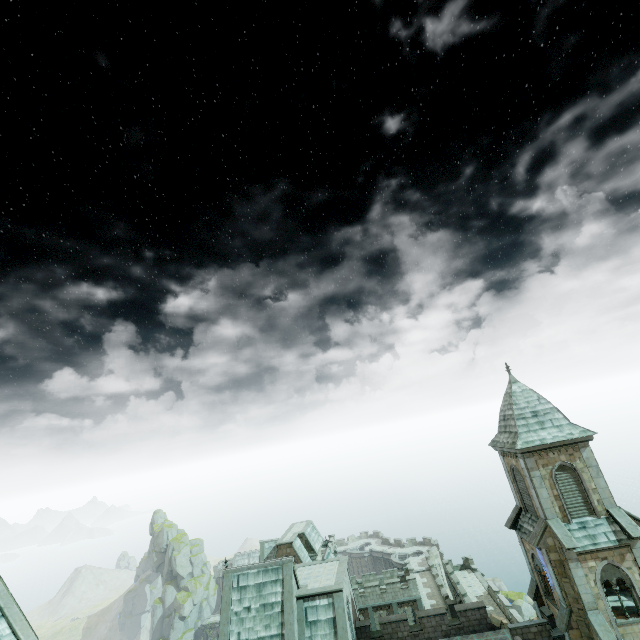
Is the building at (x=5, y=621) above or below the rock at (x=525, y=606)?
above

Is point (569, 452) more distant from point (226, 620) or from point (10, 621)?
point (10, 621)

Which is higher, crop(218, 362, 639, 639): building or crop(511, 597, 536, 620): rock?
crop(218, 362, 639, 639): building

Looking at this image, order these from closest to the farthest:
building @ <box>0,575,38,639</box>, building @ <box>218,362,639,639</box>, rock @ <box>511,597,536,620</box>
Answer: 1. building @ <box>0,575,38,639</box>
2. building @ <box>218,362,639,639</box>
3. rock @ <box>511,597,536,620</box>

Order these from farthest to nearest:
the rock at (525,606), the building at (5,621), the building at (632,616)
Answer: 1. the rock at (525,606)
2. the building at (632,616)
3. the building at (5,621)

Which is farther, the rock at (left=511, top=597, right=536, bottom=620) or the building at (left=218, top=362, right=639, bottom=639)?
the rock at (left=511, top=597, right=536, bottom=620)

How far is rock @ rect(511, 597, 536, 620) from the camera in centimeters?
5278cm
